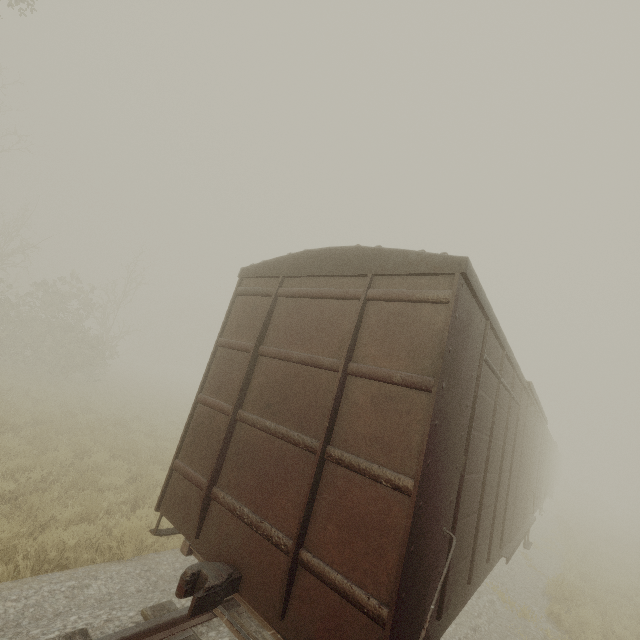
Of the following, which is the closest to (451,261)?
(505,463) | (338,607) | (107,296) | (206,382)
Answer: (338,607)

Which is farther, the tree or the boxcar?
the tree

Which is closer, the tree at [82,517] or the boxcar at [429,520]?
the boxcar at [429,520]
